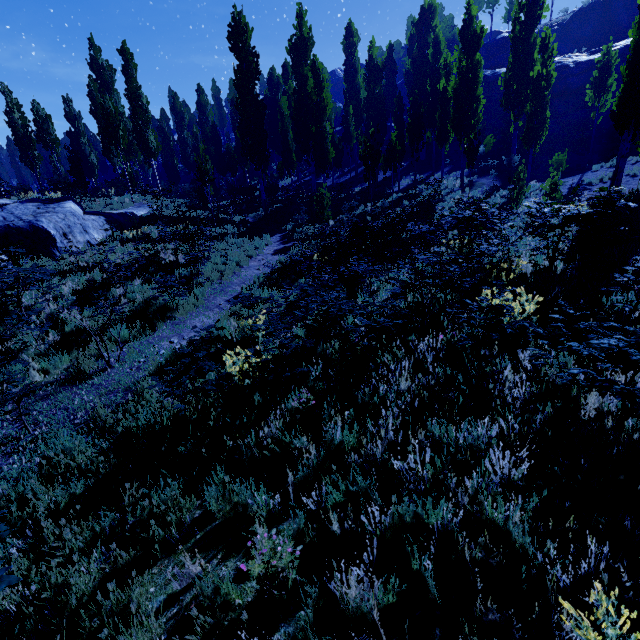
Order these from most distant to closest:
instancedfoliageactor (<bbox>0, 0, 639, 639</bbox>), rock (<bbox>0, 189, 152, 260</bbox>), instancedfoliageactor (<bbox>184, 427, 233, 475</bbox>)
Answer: rock (<bbox>0, 189, 152, 260</bbox>) → instancedfoliageactor (<bbox>184, 427, 233, 475</bbox>) → instancedfoliageactor (<bbox>0, 0, 639, 639</bbox>)

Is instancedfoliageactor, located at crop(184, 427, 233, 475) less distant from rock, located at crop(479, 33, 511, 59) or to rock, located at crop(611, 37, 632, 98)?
rock, located at crop(479, 33, 511, 59)

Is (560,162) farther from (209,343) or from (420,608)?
(420,608)

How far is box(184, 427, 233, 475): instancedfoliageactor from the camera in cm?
387

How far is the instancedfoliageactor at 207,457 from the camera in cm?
387

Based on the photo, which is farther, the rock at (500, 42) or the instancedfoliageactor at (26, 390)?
the rock at (500, 42)

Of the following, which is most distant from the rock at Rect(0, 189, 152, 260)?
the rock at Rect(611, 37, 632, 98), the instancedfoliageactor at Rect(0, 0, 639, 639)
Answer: the rock at Rect(611, 37, 632, 98)

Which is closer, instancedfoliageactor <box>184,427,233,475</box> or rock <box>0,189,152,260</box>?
instancedfoliageactor <box>184,427,233,475</box>
